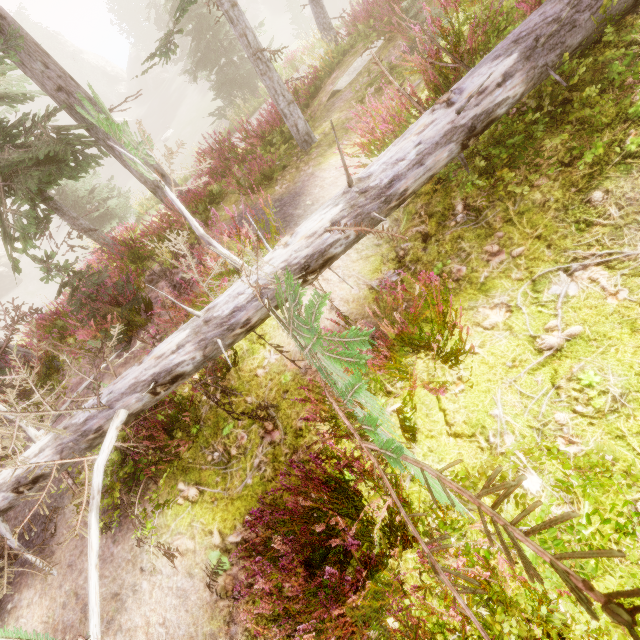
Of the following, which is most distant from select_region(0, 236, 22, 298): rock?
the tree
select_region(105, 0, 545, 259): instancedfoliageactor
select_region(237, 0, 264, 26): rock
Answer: the tree

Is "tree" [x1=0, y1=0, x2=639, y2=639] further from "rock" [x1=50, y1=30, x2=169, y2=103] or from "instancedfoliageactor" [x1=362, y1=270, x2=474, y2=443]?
"rock" [x1=50, y1=30, x2=169, y2=103]

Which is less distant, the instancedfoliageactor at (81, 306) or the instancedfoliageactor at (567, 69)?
the instancedfoliageactor at (567, 69)

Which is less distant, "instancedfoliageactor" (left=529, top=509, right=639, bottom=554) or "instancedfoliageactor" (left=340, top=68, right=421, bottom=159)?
"instancedfoliageactor" (left=529, top=509, right=639, bottom=554)

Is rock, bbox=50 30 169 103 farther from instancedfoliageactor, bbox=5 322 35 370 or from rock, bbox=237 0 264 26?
rock, bbox=237 0 264 26

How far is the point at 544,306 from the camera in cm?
269

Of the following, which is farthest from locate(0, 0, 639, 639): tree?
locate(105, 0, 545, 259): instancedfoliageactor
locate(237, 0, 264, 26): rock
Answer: locate(237, 0, 264, 26): rock

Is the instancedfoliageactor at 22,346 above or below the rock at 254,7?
above
